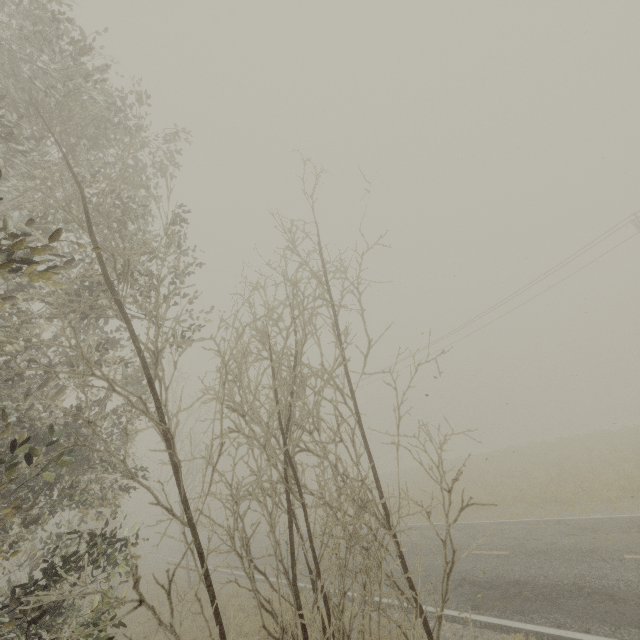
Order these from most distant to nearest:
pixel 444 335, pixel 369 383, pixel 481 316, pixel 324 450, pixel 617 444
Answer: pixel 369 383 < pixel 444 335 < pixel 481 316 < pixel 617 444 < pixel 324 450
